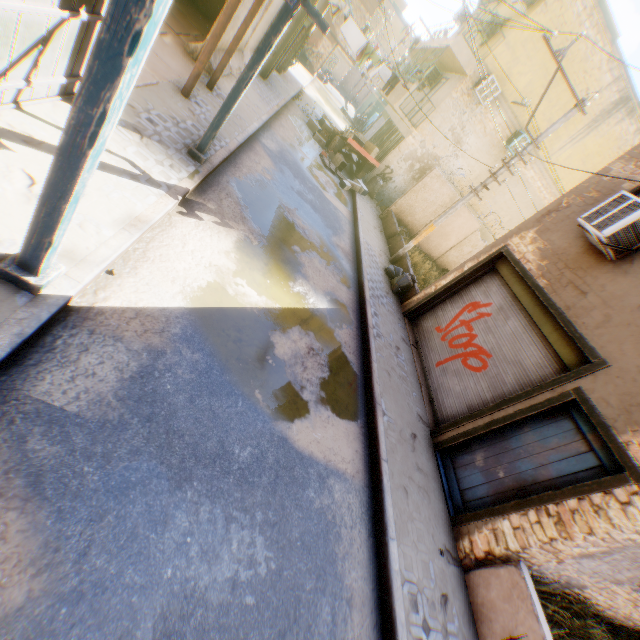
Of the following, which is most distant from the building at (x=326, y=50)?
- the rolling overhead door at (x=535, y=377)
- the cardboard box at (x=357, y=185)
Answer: the cardboard box at (x=357, y=185)

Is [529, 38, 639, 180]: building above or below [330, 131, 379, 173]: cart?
above

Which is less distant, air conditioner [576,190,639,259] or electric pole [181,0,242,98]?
air conditioner [576,190,639,259]

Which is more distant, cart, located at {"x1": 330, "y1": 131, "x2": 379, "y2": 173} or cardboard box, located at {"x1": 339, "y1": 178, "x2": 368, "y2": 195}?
cart, located at {"x1": 330, "y1": 131, "x2": 379, "y2": 173}

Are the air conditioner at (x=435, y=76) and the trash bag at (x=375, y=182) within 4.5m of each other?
no

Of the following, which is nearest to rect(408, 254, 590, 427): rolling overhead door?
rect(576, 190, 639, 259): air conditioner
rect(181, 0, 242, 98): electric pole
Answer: rect(576, 190, 639, 259): air conditioner

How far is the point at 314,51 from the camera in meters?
28.7 m

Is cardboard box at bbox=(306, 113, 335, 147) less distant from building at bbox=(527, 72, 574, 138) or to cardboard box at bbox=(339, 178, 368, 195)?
building at bbox=(527, 72, 574, 138)
